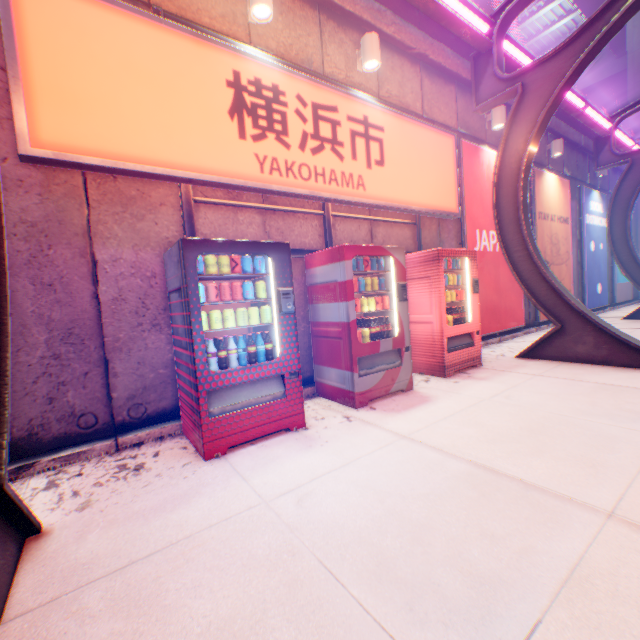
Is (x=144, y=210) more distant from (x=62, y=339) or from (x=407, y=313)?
(x=407, y=313)

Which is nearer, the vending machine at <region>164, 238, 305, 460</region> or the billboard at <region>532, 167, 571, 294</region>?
the vending machine at <region>164, 238, 305, 460</region>

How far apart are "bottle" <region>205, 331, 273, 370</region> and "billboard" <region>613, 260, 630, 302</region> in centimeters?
1622cm

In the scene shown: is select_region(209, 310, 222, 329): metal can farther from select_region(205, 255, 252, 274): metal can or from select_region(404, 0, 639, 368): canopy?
select_region(404, 0, 639, 368): canopy

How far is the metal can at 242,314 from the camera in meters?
3.3 m

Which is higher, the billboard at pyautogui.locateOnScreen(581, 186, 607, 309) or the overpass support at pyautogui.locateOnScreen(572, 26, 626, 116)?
the overpass support at pyautogui.locateOnScreen(572, 26, 626, 116)

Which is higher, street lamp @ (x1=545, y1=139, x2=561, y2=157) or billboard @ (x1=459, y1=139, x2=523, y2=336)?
street lamp @ (x1=545, y1=139, x2=561, y2=157)

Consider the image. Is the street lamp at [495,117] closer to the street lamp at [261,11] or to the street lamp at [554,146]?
the street lamp at [554,146]
